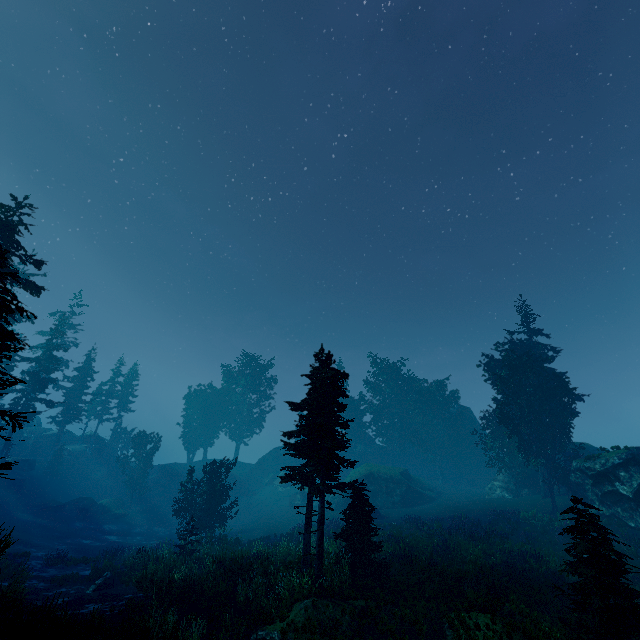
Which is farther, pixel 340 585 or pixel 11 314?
pixel 11 314

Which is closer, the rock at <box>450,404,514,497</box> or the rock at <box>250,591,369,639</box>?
the rock at <box>250,591,369,639</box>

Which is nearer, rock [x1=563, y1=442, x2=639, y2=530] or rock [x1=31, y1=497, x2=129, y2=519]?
rock [x1=563, y1=442, x2=639, y2=530]

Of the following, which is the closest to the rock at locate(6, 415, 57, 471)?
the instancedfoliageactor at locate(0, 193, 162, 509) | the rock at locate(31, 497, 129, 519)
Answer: the instancedfoliageactor at locate(0, 193, 162, 509)

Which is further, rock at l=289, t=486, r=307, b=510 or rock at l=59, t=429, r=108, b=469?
rock at l=59, t=429, r=108, b=469

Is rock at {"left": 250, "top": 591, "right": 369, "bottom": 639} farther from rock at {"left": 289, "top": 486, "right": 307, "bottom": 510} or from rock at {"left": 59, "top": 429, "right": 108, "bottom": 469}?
rock at {"left": 59, "top": 429, "right": 108, "bottom": 469}

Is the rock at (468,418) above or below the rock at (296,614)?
above

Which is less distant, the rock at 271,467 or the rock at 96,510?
the rock at 96,510
